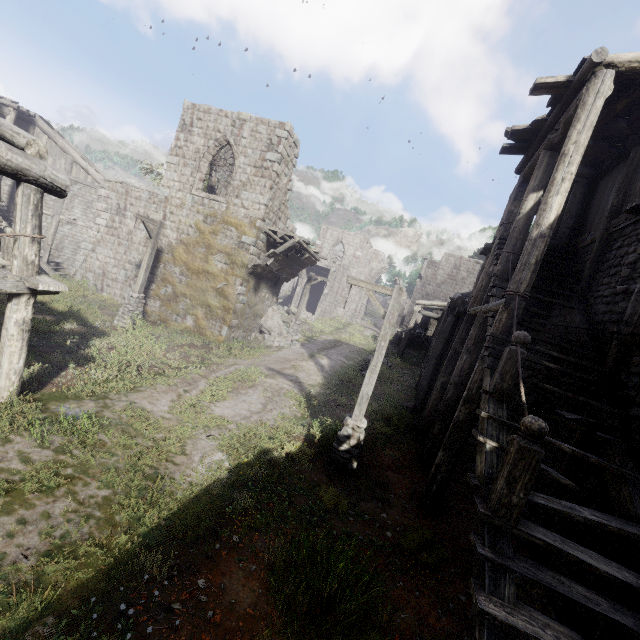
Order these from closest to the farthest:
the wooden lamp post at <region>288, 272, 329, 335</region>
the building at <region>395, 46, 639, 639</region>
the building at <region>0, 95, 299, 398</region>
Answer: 1. the building at <region>395, 46, 639, 639</region>
2. the building at <region>0, 95, 299, 398</region>
3. the wooden lamp post at <region>288, 272, 329, 335</region>

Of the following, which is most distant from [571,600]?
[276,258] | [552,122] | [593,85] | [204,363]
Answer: [276,258]

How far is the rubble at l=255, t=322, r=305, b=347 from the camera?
19.2m

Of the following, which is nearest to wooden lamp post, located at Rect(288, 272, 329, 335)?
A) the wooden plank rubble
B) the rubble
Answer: the rubble

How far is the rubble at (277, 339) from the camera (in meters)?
19.16

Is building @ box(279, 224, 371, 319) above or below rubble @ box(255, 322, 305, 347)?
above

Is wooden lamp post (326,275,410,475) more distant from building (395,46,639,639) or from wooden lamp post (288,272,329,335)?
wooden lamp post (288,272,329,335)

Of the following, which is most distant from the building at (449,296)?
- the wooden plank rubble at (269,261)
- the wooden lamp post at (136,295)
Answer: the wooden lamp post at (136,295)
